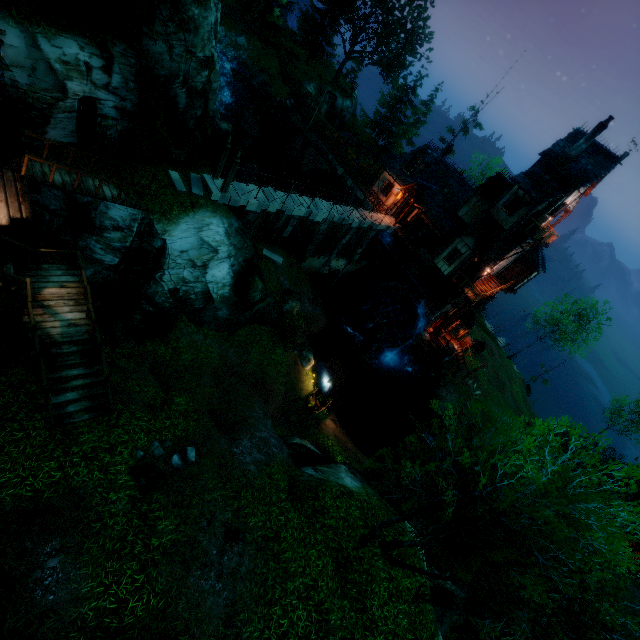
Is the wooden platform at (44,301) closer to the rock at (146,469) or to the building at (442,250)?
the rock at (146,469)

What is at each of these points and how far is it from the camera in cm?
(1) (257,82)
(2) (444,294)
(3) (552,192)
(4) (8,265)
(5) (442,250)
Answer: (1) rock, 3834
(2) tower, 2962
(3) building, 2266
(4) stairs, 1112
(5) building, 2777

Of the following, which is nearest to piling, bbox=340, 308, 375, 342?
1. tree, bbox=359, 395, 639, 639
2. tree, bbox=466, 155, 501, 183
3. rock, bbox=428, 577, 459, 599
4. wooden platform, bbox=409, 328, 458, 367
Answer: wooden platform, bbox=409, 328, 458, 367

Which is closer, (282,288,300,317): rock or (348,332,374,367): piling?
(282,288,300,317): rock

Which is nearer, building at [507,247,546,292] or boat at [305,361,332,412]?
boat at [305,361,332,412]

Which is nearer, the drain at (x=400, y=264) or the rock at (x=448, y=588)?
the rock at (x=448, y=588)

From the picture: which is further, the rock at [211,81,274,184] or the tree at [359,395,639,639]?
the rock at [211,81,274,184]

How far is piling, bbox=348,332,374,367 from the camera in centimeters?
3060cm
